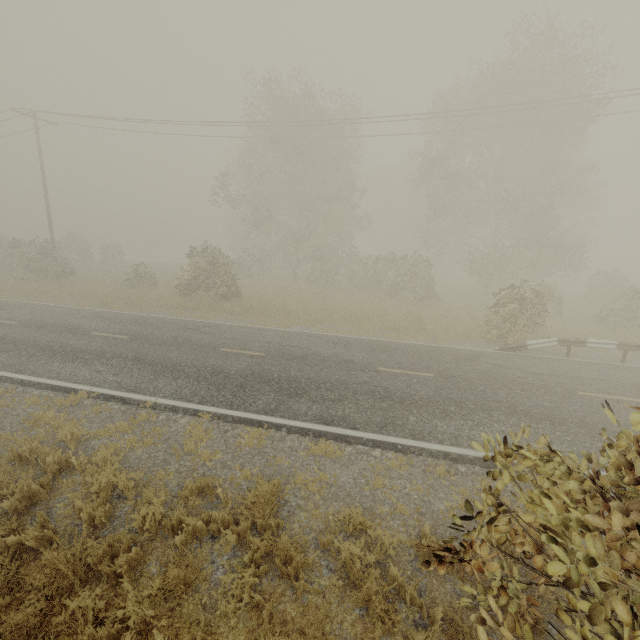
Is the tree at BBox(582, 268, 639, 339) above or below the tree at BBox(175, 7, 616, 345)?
below

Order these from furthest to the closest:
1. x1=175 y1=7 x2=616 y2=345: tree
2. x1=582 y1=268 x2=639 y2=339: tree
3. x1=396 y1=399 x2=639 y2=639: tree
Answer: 1. x1=175 y1=7 x2=616 y2=345: tree
2. x1=582 y1=268 x2=639 y2=339: tree
3. x1=396 y1=399 x2=639 y2=639: tree

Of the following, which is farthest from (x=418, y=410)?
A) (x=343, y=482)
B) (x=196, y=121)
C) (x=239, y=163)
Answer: (x=239, y=163)

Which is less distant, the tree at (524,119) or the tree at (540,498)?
the tree at (540,498)

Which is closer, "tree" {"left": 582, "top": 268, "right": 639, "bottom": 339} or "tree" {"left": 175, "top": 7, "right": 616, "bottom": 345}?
"tree" {"left": 582, "top": 268, "right": 639, "bottom": 339}

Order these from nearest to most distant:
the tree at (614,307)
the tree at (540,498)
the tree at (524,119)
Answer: the tree at (540,498), the tree at (614,307), the tree at (524,119)

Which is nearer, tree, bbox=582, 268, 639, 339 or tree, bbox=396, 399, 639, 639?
tree, bbox=396, 399, 639, 639
